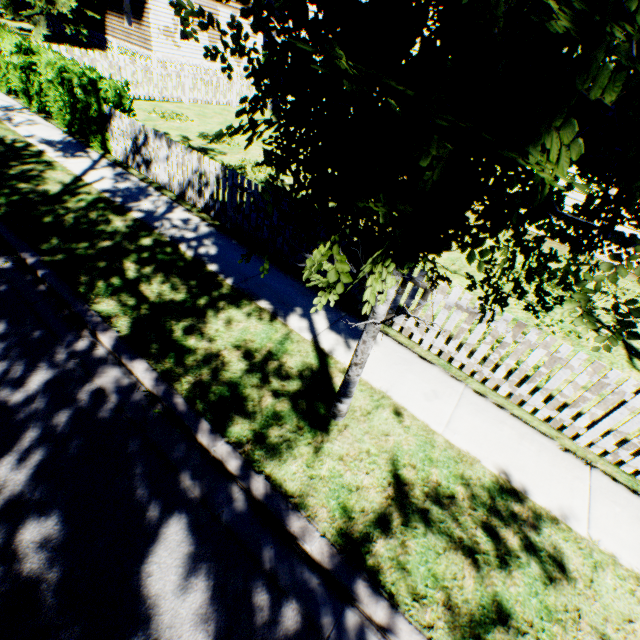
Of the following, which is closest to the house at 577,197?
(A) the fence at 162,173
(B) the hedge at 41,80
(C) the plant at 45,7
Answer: (C) the plant at 45,7

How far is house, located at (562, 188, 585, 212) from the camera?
11.13m

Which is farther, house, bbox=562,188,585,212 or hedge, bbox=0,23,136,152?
house, bbox=562,188,585,212

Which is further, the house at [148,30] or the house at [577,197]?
the house at [148,30]

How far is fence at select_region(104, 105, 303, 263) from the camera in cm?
660

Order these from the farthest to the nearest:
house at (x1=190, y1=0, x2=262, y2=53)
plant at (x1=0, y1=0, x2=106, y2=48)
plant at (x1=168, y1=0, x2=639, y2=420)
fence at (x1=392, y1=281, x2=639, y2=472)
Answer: house at (x1=190, y1=0, x2=262, y2=53)
plant at (x1=0, y1=0, x2=106, y2=48)
fence at (x1=392, y1=281, x2=639, y2=472)
plant at (x1=168, y1=0, x2=639, y2=420)

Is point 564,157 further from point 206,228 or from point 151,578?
point 206,228
